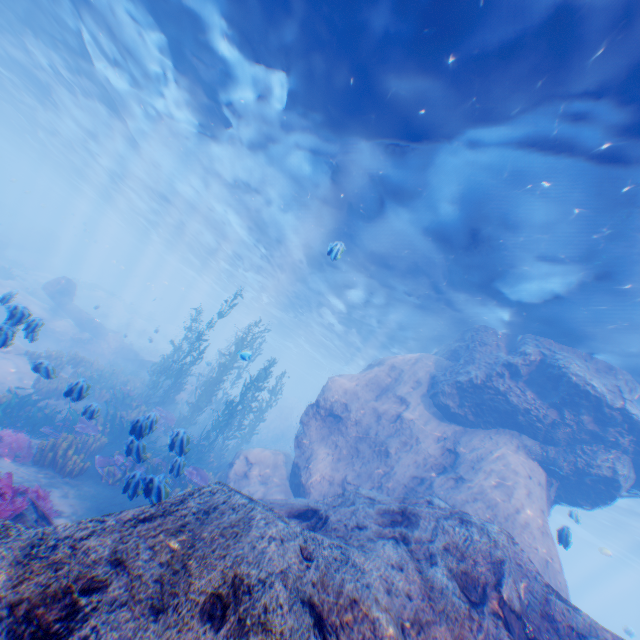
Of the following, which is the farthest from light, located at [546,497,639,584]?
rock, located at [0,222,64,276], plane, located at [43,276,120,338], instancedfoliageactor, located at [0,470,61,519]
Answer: plane, located at [43,276,120,338]

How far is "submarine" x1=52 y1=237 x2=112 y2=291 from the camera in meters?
56.2

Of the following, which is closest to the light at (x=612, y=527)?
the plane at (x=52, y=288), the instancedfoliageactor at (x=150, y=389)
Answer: the instancedfoliageactor at (x=150, y=389)

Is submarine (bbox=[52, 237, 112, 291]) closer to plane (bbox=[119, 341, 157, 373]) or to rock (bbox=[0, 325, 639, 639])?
rock (bbox=[0, 325, 639, 639])

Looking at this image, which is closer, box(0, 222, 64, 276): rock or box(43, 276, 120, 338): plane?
box(43, 276, 120, 338): plane

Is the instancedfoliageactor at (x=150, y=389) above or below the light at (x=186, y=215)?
below

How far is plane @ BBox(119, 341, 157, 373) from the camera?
24.3m

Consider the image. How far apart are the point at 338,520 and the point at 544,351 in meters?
10.2
